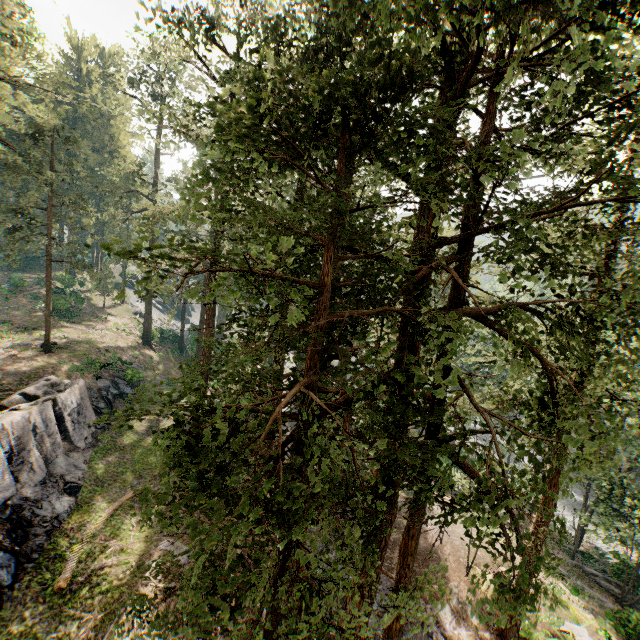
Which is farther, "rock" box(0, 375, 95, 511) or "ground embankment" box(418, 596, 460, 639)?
"rock" box(0, 375, 95, 511)

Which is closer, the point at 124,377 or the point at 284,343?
the point at 284,343

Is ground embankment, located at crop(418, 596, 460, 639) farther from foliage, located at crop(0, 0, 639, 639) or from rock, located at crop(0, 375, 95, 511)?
rock, located at crop(0, 375, 95, 511)

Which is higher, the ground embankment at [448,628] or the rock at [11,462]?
the rock at [11,462]

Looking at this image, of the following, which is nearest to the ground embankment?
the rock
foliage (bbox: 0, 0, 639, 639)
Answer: foliage (bbox: 0, 0, 639, 639)

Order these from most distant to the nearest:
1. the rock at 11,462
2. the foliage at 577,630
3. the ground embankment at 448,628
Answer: the foliage at 577,630 < the rock at 11,462 < the ground embankment at 448,628
